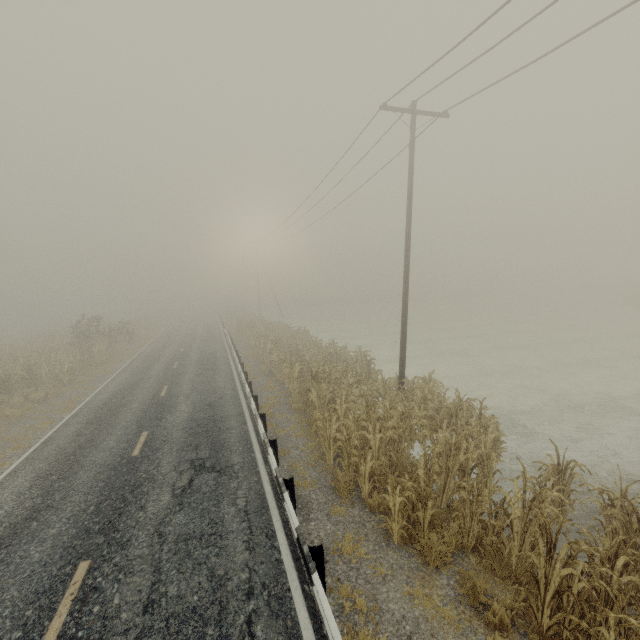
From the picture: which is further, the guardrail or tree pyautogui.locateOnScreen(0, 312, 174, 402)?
tree pyautogui.locateOnScreen(0, 312, 174, 402)

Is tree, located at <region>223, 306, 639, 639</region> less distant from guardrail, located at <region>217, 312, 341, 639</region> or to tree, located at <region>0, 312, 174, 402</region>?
guardrail, located at <region>217, 312, 341, 639</region>

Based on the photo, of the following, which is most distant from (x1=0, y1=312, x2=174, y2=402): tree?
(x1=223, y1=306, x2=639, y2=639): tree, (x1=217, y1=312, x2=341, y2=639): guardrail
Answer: (x1=223, y1=306, x2=639, y2=639): tree

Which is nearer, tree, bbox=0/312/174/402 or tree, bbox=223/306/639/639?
tree, bbox=223/306/639/639

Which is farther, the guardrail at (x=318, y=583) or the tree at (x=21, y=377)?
the tree at (x=21, y=377)

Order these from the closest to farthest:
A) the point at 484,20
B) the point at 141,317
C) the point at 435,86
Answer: the point at 484,20
the point at 435,86
the point at 141,317

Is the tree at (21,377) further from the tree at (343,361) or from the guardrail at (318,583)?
the tree at (343,361)
